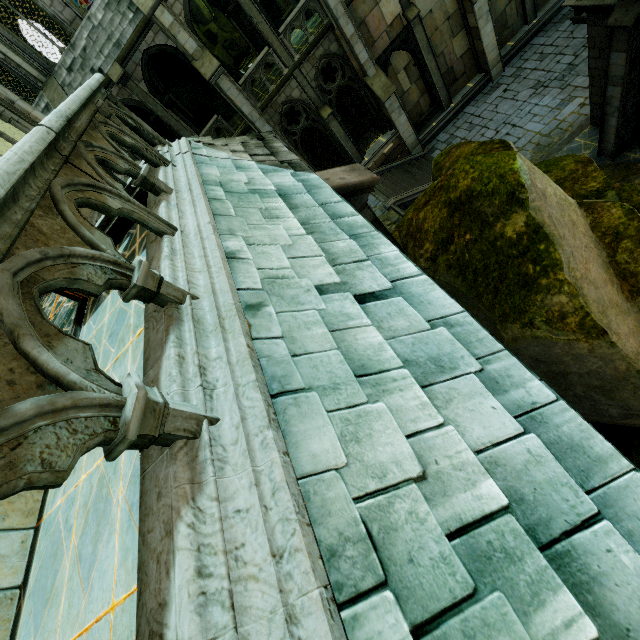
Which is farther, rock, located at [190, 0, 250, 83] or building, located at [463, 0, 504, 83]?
rock, located at [190, 0, 250, 83]

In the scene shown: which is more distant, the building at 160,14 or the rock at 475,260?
the building at 160,14

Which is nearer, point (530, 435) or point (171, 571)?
point (171, 571)

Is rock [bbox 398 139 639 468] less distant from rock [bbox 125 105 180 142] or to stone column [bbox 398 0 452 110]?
stone column [bbox 398 0 452 110]

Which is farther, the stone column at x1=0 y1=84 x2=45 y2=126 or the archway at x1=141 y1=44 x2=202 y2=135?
the archway at x1=141 y1=44 x2=202 y2=135

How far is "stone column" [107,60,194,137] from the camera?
13.7 meters

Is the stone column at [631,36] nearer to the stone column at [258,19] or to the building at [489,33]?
the building at [489,33]

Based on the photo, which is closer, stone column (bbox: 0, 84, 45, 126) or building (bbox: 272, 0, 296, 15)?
stone column (bbox: 0, 84, 45, 126)
